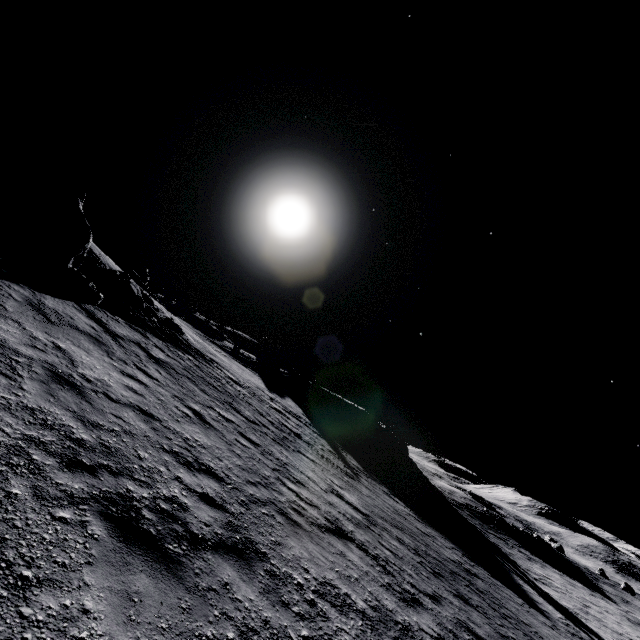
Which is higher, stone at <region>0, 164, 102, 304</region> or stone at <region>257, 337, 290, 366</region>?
stone at <region>257, 337, 290, 366</region>

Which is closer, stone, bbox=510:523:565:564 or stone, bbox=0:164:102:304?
stone, bbox=0:164:102:304

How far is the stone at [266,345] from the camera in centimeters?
5711cm

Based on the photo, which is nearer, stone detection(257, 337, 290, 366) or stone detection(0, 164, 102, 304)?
stone detection(0, 164, 102, 304)

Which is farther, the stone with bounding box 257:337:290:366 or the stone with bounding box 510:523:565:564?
the stone with bounding box 257:337:290:366

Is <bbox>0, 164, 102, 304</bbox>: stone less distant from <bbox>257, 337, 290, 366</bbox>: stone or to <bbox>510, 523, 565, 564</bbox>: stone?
<bbox>257, 337, 290, 366</bbox>: stone

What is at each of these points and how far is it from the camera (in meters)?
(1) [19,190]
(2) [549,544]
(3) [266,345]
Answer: (1) stone, 13.12
(2) stone, 47.56
(3) stone, 58.38

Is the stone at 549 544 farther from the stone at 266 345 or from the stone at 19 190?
A: the stone at 19 190
